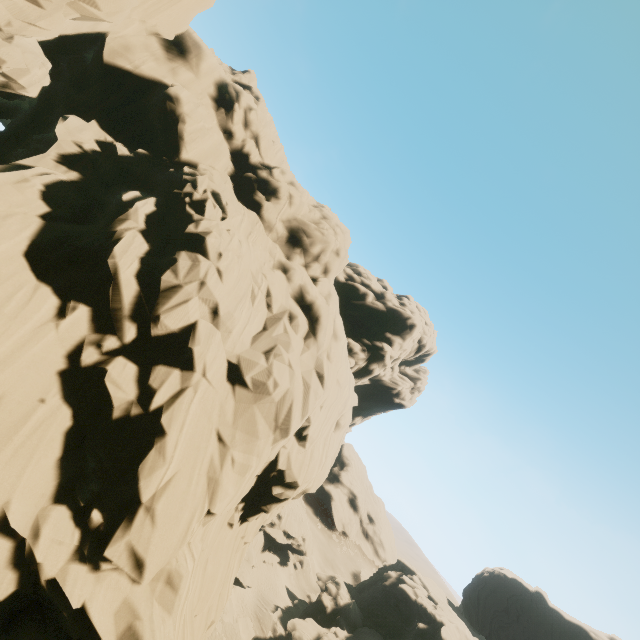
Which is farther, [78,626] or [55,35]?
[55,35]

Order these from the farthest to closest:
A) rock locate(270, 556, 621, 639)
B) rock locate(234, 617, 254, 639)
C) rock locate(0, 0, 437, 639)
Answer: rock locate(270, 556, 621, 639), rock locate(234, 617, 254, 639), rock locate(0, 0, 437, 639)

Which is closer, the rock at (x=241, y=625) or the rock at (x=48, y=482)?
the rock at (x=48, y=482)

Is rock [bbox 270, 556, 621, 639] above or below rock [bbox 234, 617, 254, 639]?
above

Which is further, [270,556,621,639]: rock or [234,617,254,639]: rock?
[270,556,621,639]: rock

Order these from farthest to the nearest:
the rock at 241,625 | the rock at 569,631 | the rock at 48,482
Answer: the rock at 569,631 < the rock at 241,625 < the rock at 48,482
